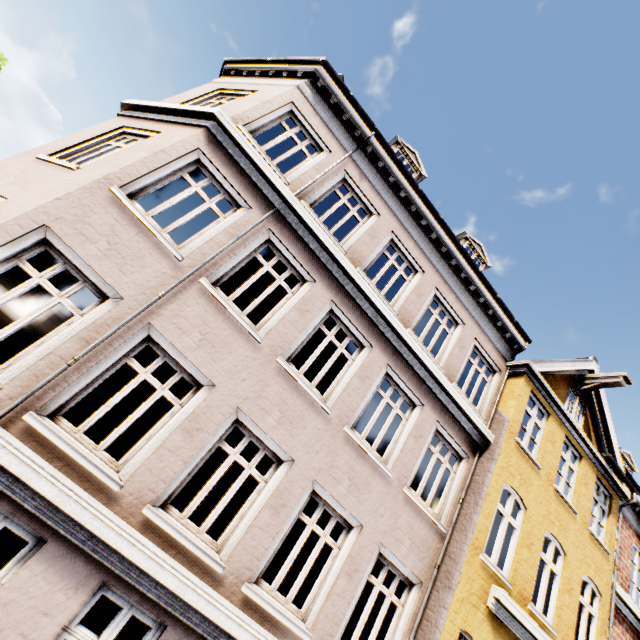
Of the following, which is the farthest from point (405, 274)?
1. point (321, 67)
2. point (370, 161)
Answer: point (321, 67)
